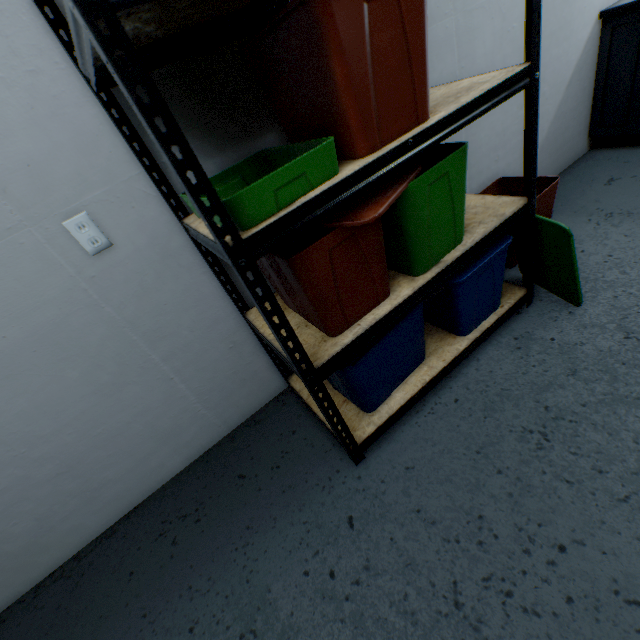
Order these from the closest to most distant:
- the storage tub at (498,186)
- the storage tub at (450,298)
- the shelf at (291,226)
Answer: the shelf at (291,226) → the storage tub at (450,298) → the storage tub at (498,186)

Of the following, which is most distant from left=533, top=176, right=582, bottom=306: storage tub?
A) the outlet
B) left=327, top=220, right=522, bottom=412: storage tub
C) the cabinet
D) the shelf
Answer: the outlet

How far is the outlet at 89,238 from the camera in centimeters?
106cm

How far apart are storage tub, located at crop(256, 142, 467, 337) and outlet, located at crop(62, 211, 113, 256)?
0.48m

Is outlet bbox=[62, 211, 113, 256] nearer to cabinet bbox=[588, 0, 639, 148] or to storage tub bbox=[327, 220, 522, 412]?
storage tub bbox=[327, 220, 522, 412]

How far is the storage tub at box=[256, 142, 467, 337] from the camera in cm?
92

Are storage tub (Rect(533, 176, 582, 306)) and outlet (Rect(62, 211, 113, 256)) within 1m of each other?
no

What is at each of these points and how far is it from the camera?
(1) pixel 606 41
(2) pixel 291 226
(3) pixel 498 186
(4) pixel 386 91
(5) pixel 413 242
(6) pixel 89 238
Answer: (1) cabinet, 2.14m
(2) shelf, 0.80m
(3) storage tub, 2.05m
(4) storage tub, 0.85m
(5) storage tub, 1.09m
(6) outlet, 1.10m
